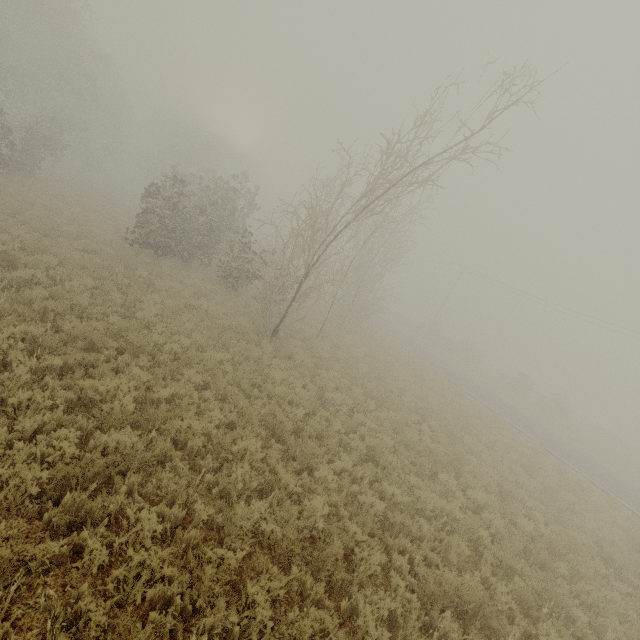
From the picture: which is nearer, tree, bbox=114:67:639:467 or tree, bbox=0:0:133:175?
tree, bbox=114:67:639:467

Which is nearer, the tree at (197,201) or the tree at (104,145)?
the tree at (197,201)

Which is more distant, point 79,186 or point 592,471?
point 79,186
